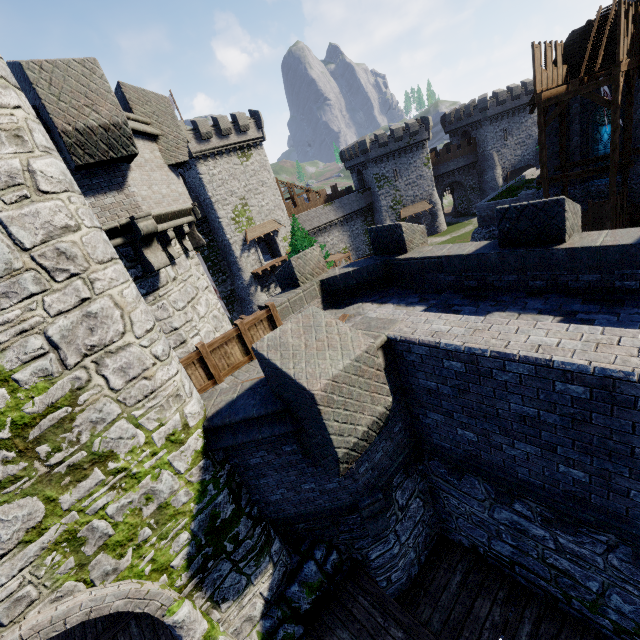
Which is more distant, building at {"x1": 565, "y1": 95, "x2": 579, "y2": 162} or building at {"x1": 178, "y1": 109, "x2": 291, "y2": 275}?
building at {"x1": 178, "y1": 109, "x2": 291, "y2": 275}

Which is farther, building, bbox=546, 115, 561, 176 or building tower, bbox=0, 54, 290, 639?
building, bbox=546, 115, 561, 176

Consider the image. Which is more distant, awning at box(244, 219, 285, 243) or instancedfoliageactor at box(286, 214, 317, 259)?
awning at box(244, 219, 285, 243)

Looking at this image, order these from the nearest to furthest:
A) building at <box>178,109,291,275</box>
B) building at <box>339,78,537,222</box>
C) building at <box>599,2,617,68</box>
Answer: building at <box>599,2,617,68</box>
building at <box>178,109,291,275</box>
building at <box>339,78,537,222</box>

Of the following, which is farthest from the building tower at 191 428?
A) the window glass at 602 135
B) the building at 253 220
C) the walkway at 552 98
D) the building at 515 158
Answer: Answer: the building at 515 158

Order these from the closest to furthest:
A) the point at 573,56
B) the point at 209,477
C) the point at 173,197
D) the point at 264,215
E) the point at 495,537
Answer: the point at 209,477 < the point at 495,537 < the point at 173,197 < the point at 573,56 < the point at 264,215

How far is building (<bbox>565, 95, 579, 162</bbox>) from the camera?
20.39m

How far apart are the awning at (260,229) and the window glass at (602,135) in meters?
30.8 m
